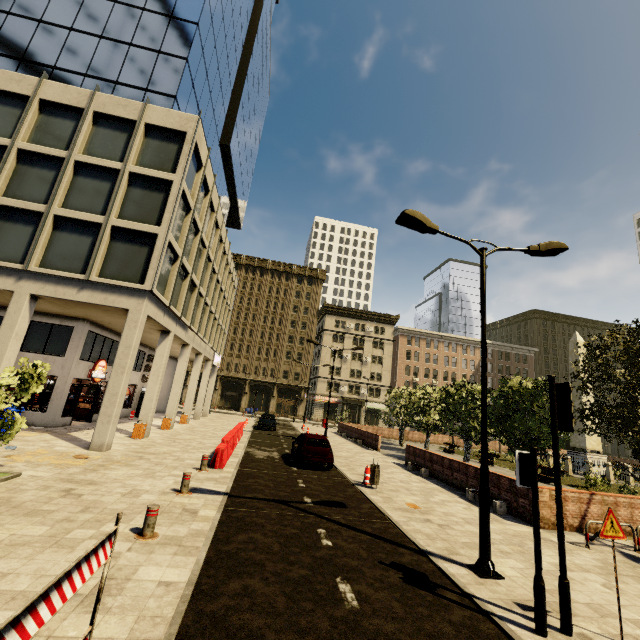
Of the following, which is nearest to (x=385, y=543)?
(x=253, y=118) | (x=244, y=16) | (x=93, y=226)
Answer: (x=93, y=226)

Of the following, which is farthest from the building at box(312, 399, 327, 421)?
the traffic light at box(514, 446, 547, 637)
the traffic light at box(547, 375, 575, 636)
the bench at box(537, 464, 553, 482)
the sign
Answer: the bench at box(537, 464, 553, 482)

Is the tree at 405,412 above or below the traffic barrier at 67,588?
above

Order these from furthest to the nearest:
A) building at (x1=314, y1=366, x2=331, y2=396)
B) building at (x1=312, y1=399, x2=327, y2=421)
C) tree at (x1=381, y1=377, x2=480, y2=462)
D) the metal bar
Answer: building at (x1=314, y1=366, x2=331, y2=396) → building at (x1=312, y1=399, x2=327, y2=421) → tree at (x1=381, y1=377, x2=480, y2=462) → the metal bar

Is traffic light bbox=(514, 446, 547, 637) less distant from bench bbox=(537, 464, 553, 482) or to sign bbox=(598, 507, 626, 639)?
sign bbox=(598, 507, 626, 639)

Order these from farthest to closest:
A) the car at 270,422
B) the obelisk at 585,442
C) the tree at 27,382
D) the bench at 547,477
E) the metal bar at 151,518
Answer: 1. the car at 270,422
2. the obelisk at 585,442
3. the bench at 547,477
4. the tree at 27,382
5. the metal bar at 151,518

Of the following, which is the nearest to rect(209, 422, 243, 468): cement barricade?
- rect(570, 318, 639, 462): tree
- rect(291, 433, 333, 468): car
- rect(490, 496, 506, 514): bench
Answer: rect(291, 433, 333, 468): car

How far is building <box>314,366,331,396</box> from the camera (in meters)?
58.56
